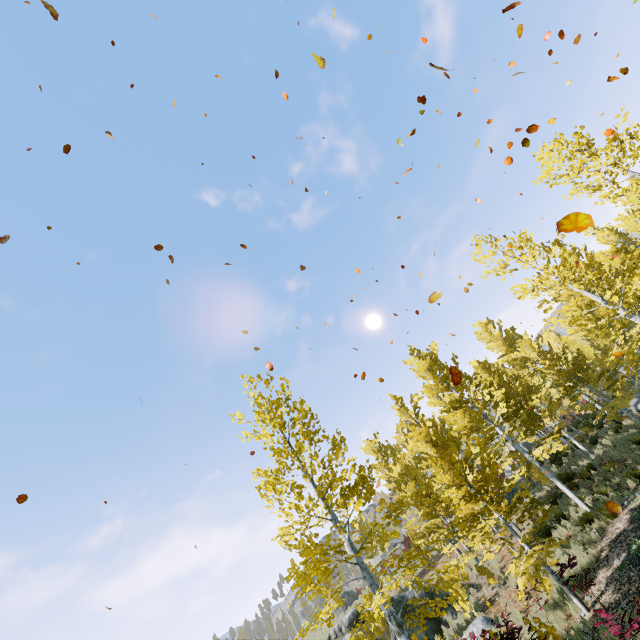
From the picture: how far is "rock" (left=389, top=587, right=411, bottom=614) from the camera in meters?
15.3

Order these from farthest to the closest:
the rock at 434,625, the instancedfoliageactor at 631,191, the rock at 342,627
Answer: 1. the rock at 342,627
2. the rock at 434,625
3. the instancedfoliageactor at 631,191

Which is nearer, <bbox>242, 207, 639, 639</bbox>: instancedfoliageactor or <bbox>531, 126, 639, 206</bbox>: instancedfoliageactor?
<bbox>242, 207, 639, 639</bbox>: instancedfoliageactor

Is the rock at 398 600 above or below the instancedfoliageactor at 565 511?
above

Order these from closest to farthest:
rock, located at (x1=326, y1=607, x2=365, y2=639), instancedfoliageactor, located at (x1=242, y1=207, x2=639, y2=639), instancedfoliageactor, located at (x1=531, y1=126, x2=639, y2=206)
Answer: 1. instancedfoliageactor, located at (x1=242, y1=207, x2=639, y2=639)
2. instancedfoliageactor, located at (x1=531, y1=126, x2=639, y2=206)
3. rock, located at (x1=326, y1=607, x2=365, y2=639)

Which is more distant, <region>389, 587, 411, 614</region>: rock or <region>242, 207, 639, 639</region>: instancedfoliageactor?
<region>389, 587, 411, 614</region>: rock

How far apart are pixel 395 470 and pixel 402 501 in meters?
10.3

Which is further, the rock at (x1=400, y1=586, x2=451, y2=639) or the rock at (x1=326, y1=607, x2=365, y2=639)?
the rock at (x1=326, y1=607, x2=365, y2=639)
